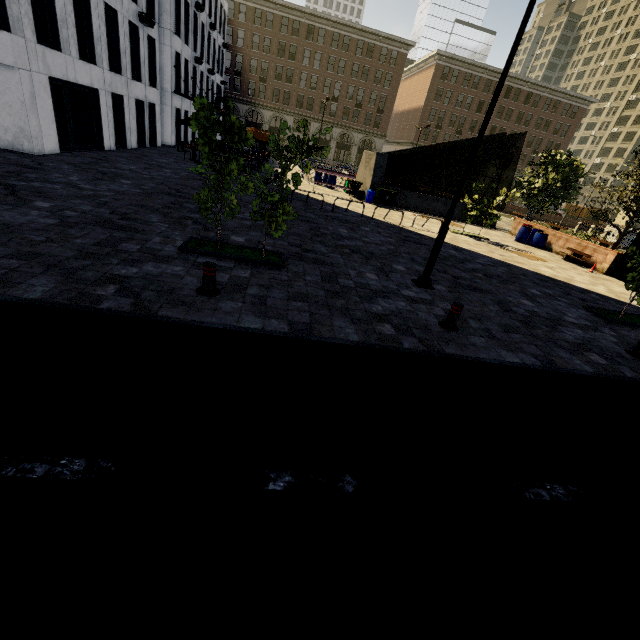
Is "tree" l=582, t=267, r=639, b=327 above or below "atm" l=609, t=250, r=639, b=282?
below

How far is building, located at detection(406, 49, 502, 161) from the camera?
53.09m

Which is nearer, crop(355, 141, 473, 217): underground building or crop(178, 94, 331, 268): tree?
crop(178, 94, 331, 268): tree

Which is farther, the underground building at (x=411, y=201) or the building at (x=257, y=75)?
the building at (x=257, y=75)

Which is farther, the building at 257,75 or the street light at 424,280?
the building at 257,75

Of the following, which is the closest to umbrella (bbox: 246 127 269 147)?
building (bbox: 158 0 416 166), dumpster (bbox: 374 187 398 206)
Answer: dumpster (bbox: 374 187 398 206)

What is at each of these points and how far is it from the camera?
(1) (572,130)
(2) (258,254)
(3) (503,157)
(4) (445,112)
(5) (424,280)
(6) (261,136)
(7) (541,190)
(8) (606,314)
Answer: (1) building, 59.41m
(2) tree, 8.23m
(3) underground building, 25.20m
(4) building, 56.25m
(5) street light, 8.88m
(6) umbrella, 21.42m
(7) tree, 22.70m
(8) tree, 10.12m
